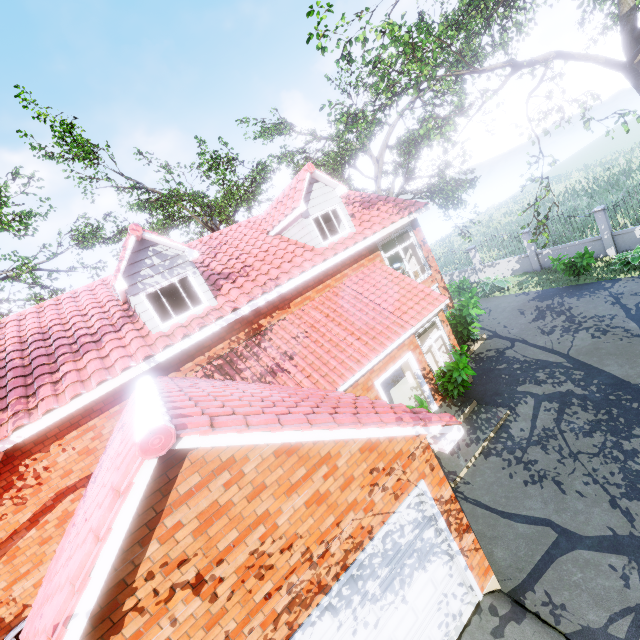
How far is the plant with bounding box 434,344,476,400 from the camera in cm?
935

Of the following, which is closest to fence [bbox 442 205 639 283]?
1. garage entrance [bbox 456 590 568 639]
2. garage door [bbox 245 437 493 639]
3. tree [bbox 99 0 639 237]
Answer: tree [bbox 99 0 639 237]

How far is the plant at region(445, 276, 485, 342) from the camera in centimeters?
1258cm

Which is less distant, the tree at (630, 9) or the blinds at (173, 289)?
the tree at (630, 9)

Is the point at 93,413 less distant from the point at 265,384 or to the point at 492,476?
the point at 265,384

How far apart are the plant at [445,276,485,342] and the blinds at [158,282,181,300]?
10.6m

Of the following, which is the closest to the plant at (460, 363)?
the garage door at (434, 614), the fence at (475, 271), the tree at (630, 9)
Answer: the garage door at (434, 614)

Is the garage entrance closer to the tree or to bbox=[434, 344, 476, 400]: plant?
bbox=[434, 344, 476, 400]: plant
